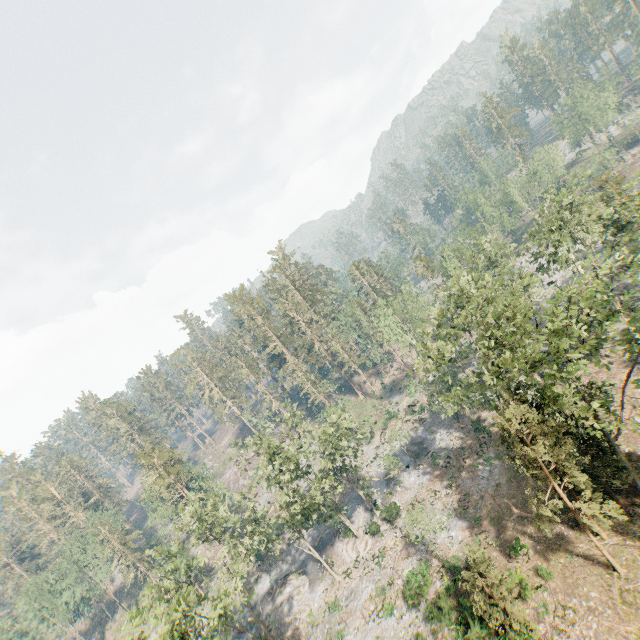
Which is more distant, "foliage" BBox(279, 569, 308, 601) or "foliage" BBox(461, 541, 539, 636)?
"foliage" BBox(279, 569, 308, 601)

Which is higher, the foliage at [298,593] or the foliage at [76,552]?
the foliage at [76,552]

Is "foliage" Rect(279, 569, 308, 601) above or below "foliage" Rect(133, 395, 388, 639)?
below

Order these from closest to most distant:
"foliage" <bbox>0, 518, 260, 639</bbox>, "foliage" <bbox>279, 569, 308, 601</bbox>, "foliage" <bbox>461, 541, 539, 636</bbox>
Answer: "foliage" <bbox>461, 541, 539, 636</bbox>
"foliage" <bbox>0, 518, 260, 639</bbox>
"foliage" <bbox>279, 569, 308, 601</bbox>

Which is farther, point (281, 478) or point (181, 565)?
point (281, 478)

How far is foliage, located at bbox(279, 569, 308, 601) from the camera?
40.16m

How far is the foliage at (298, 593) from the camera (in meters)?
40.16
